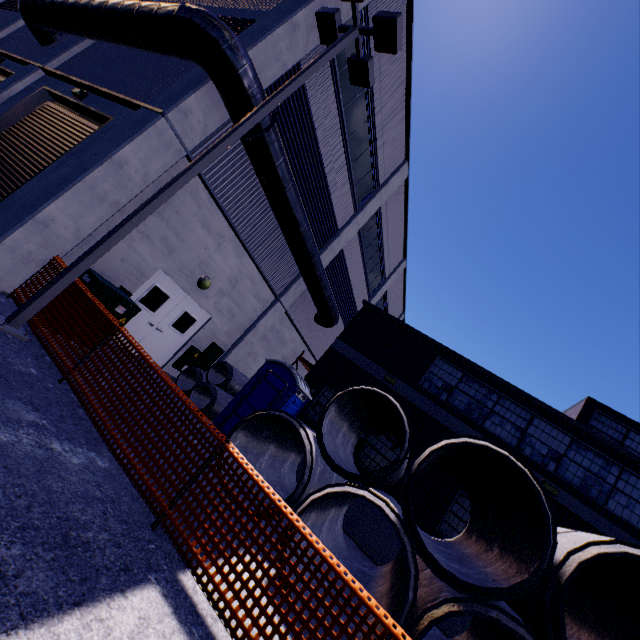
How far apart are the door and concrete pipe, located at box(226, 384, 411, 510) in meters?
4.9 m

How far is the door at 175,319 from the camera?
9.5 meters

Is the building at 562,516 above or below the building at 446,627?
above

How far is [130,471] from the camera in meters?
4.2

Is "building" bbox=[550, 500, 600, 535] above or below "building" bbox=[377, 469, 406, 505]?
above

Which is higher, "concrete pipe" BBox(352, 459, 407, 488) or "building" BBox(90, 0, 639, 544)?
"building" BBox(90, 0, 639, 544)

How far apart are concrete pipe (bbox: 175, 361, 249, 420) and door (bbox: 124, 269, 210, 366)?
0.7m
